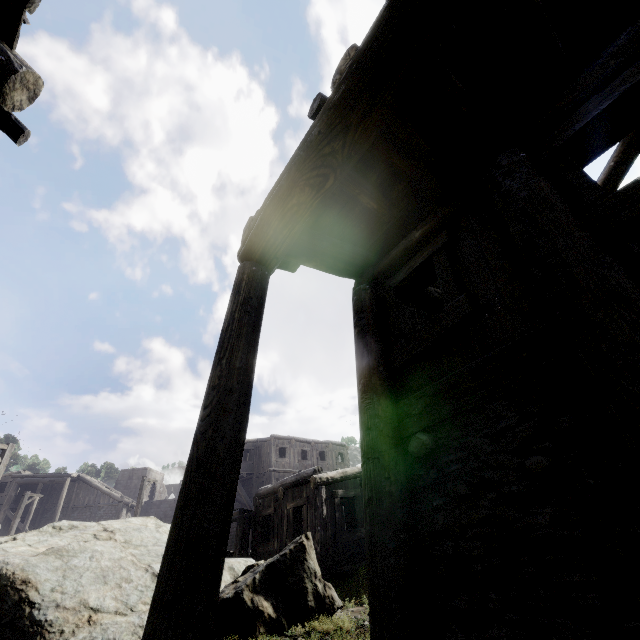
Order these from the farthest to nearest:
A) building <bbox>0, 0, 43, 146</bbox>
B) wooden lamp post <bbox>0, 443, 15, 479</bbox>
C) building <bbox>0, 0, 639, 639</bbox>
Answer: wooden lamp post <bbox>0, 443, 15, 479</bbox>
building <bbox>0, 0, 43, 146</bbox>
building <bbox>0, 0, 639, 639</bbox>

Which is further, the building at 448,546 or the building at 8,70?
the building at 8,70

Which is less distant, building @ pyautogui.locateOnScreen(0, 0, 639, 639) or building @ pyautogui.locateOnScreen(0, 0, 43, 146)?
building @ pyautogui.locateOnScreen(0, 0, 639, 639)

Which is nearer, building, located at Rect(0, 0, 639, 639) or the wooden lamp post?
building, located at Rect(0, 0, 639, 639)

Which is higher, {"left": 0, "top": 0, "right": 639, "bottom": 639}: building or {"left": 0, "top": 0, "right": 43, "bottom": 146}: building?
{"left": 0, "top": 0, "right": 43, "bottom": 146}: building

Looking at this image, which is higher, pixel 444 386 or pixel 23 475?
pixel 23 475

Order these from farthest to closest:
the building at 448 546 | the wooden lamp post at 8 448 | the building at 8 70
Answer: the wooden lamp post at 8 448, the building at 8 70, the building at 448 546
